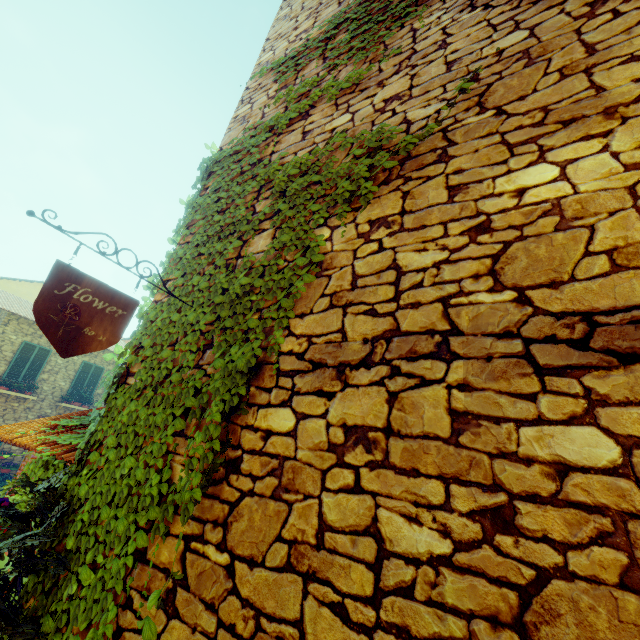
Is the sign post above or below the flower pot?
above

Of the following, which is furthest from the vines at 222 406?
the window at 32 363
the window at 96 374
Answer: the window at 96 374

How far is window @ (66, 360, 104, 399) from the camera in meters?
15.2

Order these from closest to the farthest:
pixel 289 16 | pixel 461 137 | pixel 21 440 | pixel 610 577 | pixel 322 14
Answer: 1. pixel 610 577
2. pixel 461 137
3. pixel 21 440
4. pixel 322 14
5. pixel 289 16

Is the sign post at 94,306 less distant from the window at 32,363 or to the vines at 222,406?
the vines at 222,406

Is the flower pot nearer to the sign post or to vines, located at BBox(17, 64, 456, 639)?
vines, located at BBox(17, 64, 456, 639)

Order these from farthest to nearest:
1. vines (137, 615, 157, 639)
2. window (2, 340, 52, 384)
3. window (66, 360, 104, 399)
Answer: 1. window (66, 360, 104, 399)
2. window (2, 340, 52, 384)
3. vines (137, 615, 157, 639)

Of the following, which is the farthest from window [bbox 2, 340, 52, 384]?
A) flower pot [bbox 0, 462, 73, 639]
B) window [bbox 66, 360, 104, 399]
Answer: flower pot [bbox 0, 462, 73, 639]
